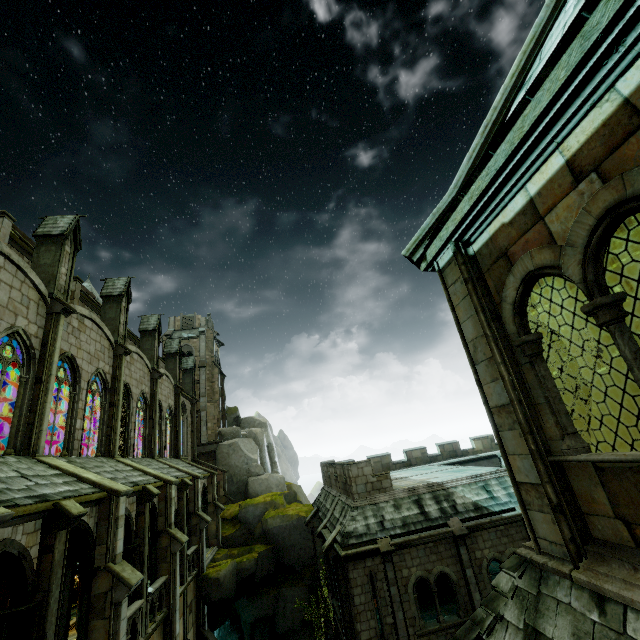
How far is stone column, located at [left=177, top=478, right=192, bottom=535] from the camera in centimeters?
1881cm

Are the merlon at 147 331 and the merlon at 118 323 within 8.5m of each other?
yes

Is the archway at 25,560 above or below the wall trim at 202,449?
below

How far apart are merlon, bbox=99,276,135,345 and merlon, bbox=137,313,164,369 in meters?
4.6 m

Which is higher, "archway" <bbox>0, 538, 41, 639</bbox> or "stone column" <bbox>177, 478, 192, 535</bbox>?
"stone column" <bbox>177, 478, 192, 535</bbox>

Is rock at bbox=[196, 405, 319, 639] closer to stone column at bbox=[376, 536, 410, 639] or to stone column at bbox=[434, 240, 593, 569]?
stone column at bbox=[376, 536, 410, 639]

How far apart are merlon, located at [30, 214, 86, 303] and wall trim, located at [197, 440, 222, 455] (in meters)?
26.04

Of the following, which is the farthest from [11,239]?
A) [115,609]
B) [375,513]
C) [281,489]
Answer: [281,489]
